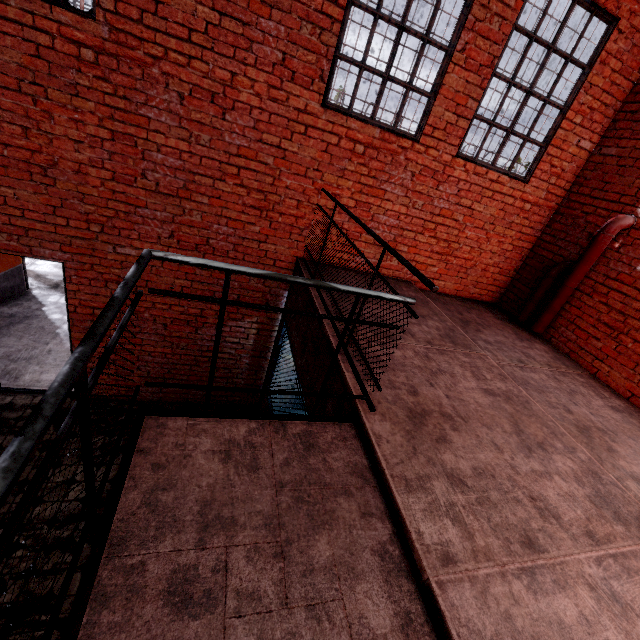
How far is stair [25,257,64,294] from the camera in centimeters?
738cm

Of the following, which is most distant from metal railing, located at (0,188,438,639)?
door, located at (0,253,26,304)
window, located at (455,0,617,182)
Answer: door, located at (0,253,26,304)

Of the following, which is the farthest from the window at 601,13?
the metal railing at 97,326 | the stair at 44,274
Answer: the stair at 44,274

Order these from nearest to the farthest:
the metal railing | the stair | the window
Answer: the metal railing, the window, the stair

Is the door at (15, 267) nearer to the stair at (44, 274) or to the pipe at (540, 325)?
the stair at (44, 274)

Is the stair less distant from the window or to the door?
the door

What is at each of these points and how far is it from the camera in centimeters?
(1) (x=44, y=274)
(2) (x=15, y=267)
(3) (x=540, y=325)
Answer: (1) stair, 786cm
(2) door, 670cm
(3) pipe, 496cm

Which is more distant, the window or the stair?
the stair
